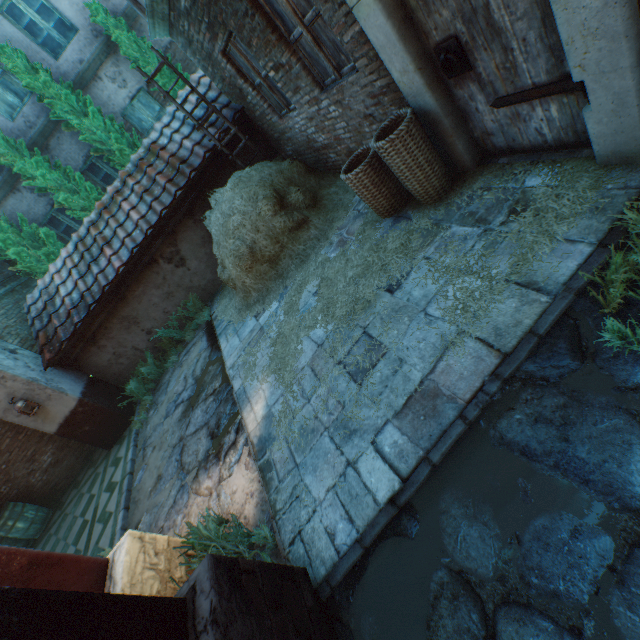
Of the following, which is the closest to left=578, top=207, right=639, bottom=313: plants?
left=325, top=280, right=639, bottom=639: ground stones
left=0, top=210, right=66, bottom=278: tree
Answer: left=325, top=280, right=639, bottom=639: ground stones

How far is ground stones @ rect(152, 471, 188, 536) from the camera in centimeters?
406cm

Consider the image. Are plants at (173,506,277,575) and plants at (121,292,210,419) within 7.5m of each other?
yes

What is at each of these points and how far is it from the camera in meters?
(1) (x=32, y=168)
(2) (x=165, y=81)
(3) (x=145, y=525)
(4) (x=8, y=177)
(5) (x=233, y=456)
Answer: (1) tree, 8.3
(2) tree, 8.6
(3) ground stones, 4.6
(4) building, 8.7
(5) ground stones, 3.9

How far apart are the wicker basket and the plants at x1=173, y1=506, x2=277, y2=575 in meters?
3.6 m

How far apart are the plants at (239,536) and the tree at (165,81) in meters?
10.4

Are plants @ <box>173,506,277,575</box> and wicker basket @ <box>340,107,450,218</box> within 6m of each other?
yes

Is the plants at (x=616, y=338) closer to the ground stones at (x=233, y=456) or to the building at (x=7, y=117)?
the ground stones at (x=233, y=456)
